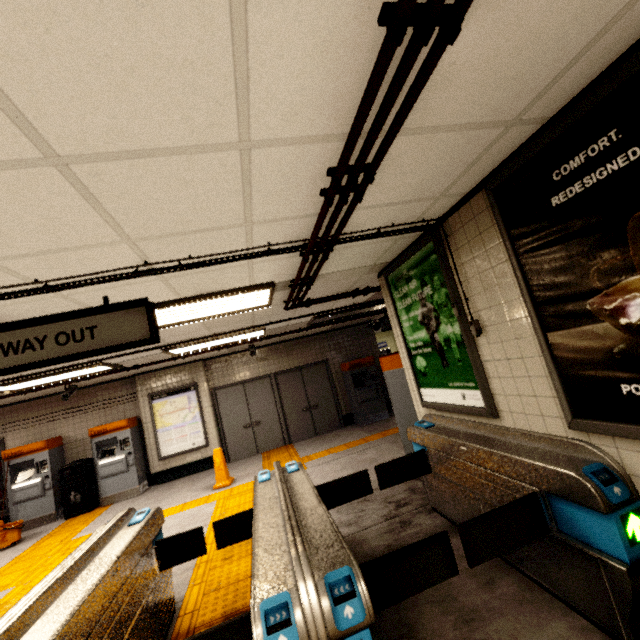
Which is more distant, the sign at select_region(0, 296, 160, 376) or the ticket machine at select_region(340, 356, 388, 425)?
the ticket machine at select_region(340, 356, 388, 425)

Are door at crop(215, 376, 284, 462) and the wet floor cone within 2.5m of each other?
yes

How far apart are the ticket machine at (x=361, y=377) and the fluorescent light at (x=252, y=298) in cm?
532

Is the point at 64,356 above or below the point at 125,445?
above

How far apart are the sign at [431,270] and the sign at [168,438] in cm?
673

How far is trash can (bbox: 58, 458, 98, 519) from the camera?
7.4 meters

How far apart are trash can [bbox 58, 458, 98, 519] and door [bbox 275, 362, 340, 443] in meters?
4.9 m

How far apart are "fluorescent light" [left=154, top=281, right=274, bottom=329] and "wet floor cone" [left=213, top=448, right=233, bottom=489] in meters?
3.9
